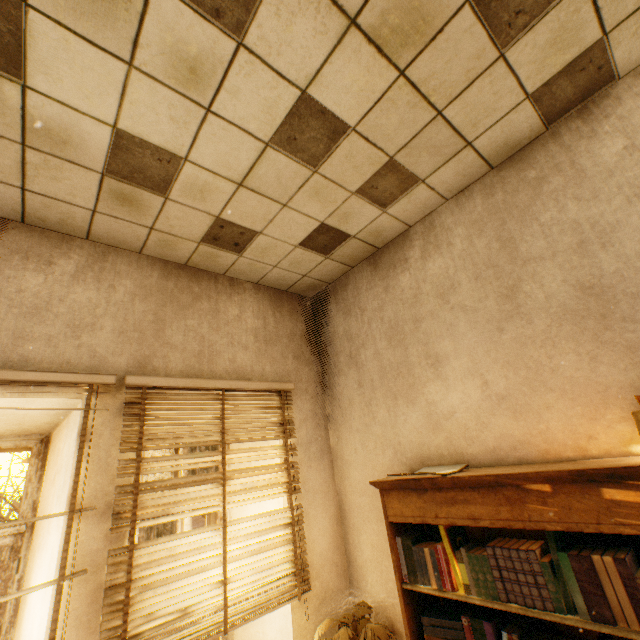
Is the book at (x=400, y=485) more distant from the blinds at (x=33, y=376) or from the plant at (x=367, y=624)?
the blinds at (x=33, y=376)

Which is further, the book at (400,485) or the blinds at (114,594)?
the blinds at (114,594)

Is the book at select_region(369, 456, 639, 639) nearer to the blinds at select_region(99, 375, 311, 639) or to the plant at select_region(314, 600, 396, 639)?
the plant at select_region(314, 600, 396, 639)

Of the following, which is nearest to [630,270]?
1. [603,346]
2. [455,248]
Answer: [603,346]

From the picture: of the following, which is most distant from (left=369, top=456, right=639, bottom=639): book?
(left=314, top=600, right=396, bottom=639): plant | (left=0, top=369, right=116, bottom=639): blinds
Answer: (left=0, top=369, right=116, bottom=639): blinds

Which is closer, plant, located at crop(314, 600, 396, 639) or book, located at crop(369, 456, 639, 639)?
book, located at crop(369, 456, 639, 639)

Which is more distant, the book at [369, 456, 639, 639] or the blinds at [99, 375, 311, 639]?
the blinds at [99, 375, 311, 639]
